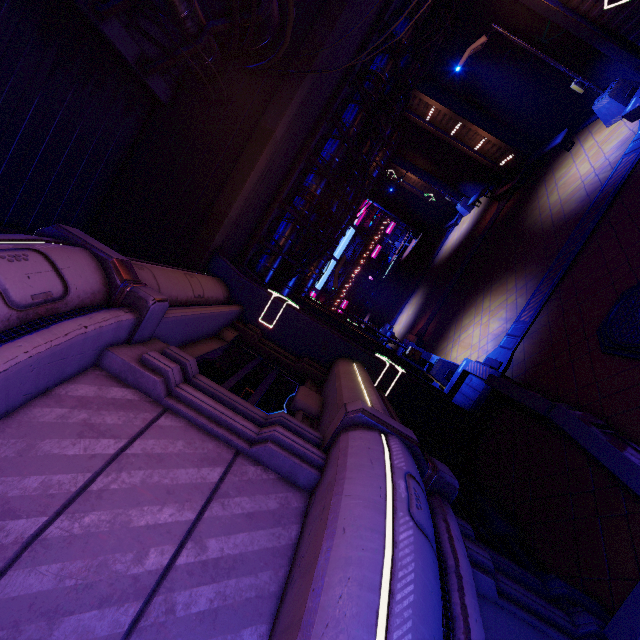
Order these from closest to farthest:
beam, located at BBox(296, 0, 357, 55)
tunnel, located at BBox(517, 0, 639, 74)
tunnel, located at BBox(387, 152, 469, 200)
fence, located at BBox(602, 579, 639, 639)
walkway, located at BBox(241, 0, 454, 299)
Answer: fence, located at BBox(602, 579, 639, 639)
beam, located at BBox(296, 0, 357, 55)
tunnel, located at BBox(517, 0, 639, 74)
walkway, located at BBox(241, 0, 454, 299)
tunnel, located at BBox(387, 152, 469, 200)

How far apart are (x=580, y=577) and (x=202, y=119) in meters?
12.7 m

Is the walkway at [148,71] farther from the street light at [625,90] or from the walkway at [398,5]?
the street light at [625,90]

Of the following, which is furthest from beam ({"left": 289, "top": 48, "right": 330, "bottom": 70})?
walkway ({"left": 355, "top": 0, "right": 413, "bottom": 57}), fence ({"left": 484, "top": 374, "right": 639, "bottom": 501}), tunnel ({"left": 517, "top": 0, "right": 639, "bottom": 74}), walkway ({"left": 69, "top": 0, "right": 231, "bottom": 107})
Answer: fence ({"left": 484, "top": 374, "right": 639, "bottom": 501})

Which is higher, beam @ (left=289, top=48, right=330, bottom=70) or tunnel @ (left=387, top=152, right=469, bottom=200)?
beam @ (left=289, top=48, right=330, bottom=70)

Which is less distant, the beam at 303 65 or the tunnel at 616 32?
the beam at 303 65

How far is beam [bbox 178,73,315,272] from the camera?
8.5m

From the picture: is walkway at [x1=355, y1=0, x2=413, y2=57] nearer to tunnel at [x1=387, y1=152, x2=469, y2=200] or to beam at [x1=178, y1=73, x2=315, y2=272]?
beam at [x1=178, y1=73, x2=315, y2=272]
